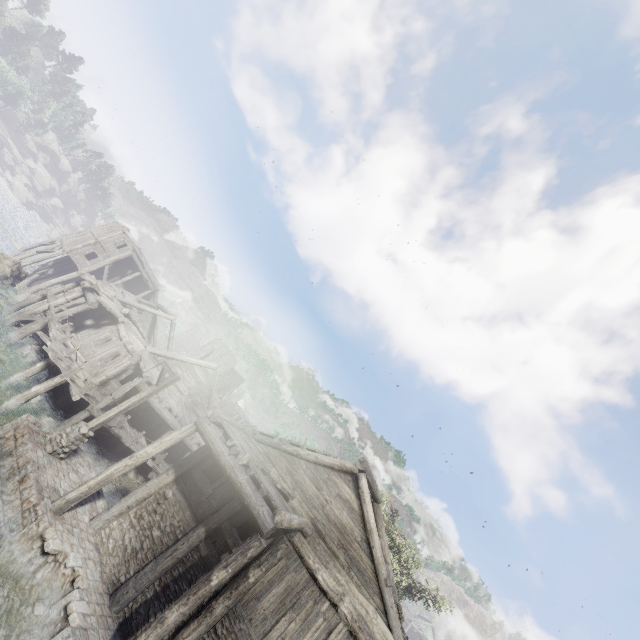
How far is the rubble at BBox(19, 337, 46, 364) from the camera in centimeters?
1888cm

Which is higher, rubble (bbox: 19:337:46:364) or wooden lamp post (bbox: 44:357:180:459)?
wooden lamp post (bbox: 44:357:180:459)

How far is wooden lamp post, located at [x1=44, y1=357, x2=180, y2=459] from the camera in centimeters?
1146cm

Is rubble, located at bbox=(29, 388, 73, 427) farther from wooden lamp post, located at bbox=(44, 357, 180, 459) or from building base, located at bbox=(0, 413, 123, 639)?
wooden lamp post, located at bbox=(44, 357, 180, 459)

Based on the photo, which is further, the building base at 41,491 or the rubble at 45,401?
the rubble at 45,401

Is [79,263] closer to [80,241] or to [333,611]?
[80,241]

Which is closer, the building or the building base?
the building base

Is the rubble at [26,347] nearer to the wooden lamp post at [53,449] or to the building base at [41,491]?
the building base at [41,491]
